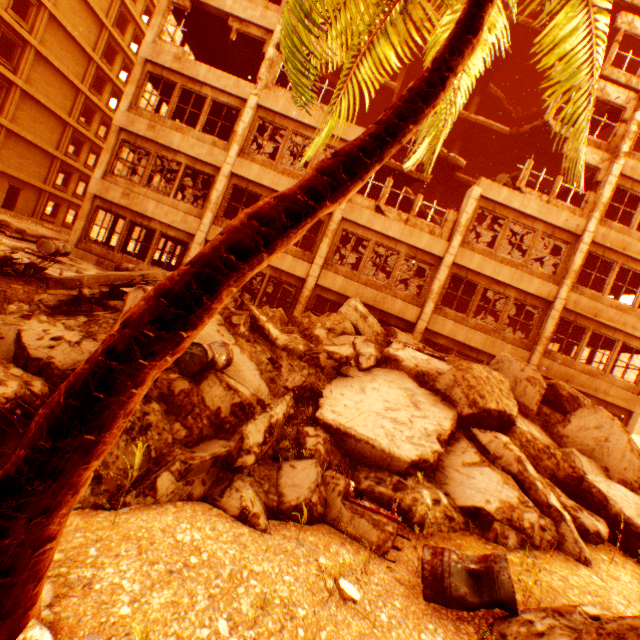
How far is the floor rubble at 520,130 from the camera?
17.4m

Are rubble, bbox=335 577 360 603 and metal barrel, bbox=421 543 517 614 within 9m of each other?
yes

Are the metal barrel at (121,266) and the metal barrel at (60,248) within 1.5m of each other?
no

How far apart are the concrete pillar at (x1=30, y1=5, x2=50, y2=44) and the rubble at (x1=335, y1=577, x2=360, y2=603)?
36.98m

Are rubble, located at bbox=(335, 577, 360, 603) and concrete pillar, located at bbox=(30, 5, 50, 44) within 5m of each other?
no

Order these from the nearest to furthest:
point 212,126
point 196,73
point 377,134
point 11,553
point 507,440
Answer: point 11,553, point 377,134, point 507,440, point 196,73, point 212,126

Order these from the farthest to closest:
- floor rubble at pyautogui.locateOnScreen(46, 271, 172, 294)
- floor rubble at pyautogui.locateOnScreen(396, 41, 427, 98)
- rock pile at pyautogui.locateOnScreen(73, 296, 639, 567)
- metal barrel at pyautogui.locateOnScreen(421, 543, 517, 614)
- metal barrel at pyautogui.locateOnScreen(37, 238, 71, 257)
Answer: floor rubble at pyautogui.locateOnScreen(396, 41, 427, 98), metal barrel at pyautogui.locateOnScreen(37, 238, 71, 257), floor rubble at pyautogui.locateOnScreen(46, 271, 172, 294), rock pile at pyautogui.locateOnScreen(73, 296, 639, 567), metal barrel at pyautogui.locateOnScreen(421, 543, 517, 614)

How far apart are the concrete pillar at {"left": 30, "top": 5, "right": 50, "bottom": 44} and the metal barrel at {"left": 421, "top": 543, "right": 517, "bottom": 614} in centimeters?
3730cm
